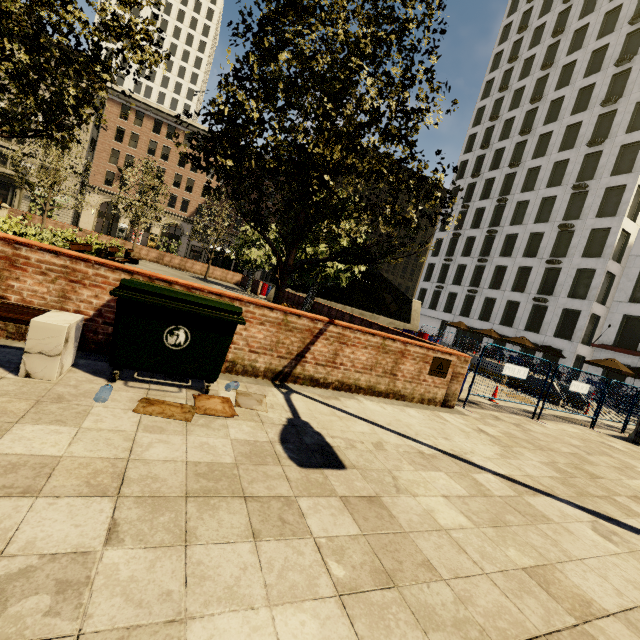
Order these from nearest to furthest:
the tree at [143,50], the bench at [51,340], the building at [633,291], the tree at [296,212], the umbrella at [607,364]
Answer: the bench at [51,340]
the tree at [143,50]
the tree at [296,212]
the umbrella at [607,364]
the building at [633,291]

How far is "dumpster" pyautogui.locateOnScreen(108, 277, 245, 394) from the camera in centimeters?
354cm

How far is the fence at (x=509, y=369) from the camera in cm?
745

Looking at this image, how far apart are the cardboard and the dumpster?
0.1 meters

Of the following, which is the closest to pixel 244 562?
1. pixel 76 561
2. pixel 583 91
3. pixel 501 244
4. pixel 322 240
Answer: pixel 76 561

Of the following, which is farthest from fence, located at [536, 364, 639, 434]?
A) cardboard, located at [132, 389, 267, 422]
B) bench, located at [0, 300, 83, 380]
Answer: bench, located at [0, 300, 83, 380]

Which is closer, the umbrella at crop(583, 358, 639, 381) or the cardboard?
the cardboard

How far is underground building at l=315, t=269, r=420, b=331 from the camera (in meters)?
22.16
